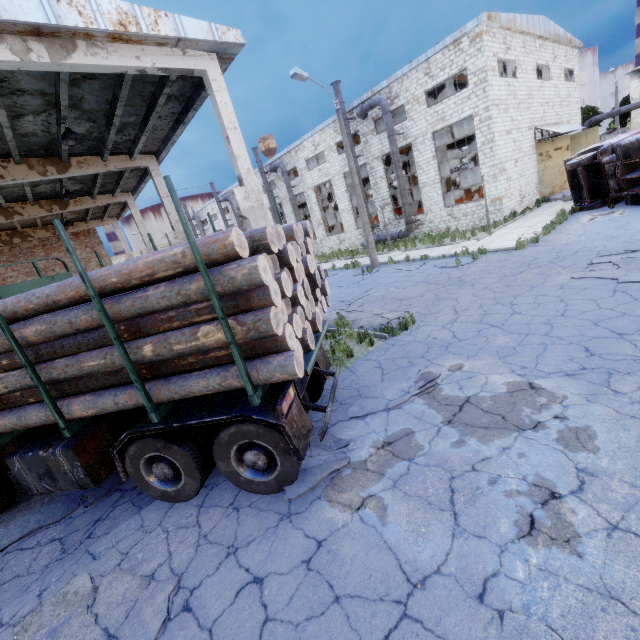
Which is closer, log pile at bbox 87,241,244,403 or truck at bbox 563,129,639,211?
log pile at bbox 87,241,244,403

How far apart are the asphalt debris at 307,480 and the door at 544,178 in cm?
2739

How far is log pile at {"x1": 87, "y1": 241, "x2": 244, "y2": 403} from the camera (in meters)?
3.49

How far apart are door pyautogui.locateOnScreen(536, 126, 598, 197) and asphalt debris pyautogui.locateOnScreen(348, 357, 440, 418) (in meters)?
24.78

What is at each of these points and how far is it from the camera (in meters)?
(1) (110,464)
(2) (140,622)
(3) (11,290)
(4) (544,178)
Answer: (1) truck, 5.22
(2) asphalt debris, 3.45
(3) truck, 6.22
(4) door, 24.03

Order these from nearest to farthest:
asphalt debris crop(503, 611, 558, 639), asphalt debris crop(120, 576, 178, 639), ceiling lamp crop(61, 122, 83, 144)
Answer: asphalt debris crop(503, 611, 558, 639)
asphalt debris crop(120, 576, 178, 639)
ceiling lamp crop(61, 122, 83, 144)

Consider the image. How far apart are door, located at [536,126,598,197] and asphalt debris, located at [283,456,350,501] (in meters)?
27.39

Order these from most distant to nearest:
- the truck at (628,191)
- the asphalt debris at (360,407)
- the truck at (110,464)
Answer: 1. the truck at (628,191)
2. the asphalt debris at (360,407)
3. the truck at (110,464)
